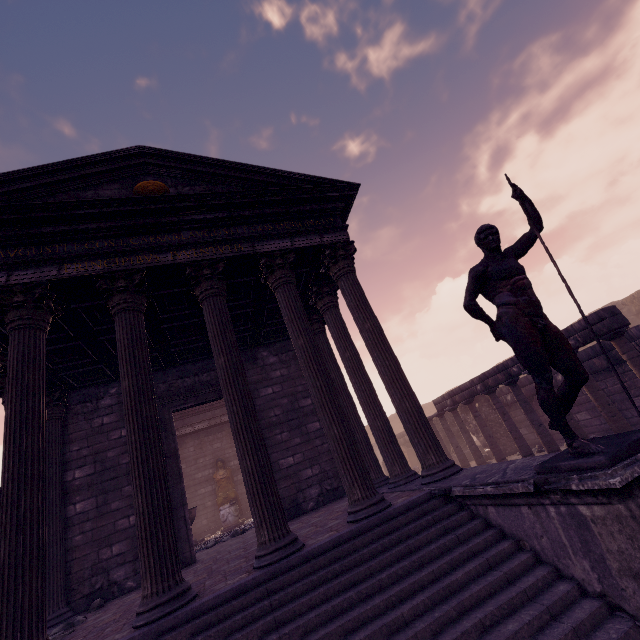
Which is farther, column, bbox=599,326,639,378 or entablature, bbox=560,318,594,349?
entablature, bbox=560,318,594,349

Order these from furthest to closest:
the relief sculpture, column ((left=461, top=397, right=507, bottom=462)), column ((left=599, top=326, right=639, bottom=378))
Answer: column ((left=461, top=397, right=507, bottom=462)) → column ((left=599, top=326, right=639, bottom=378)) → the relief sculpture

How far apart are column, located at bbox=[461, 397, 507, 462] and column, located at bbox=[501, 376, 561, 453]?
1.9 meters

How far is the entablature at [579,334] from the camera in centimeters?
768cm

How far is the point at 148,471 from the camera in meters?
4.4 m

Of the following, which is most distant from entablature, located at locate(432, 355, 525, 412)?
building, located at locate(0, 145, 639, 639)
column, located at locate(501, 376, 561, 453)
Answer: building, located at locate(0, 145, 639, 639)

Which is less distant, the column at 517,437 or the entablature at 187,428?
the column at 517,437

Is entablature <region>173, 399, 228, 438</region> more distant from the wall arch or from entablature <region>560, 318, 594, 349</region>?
the wall arch
